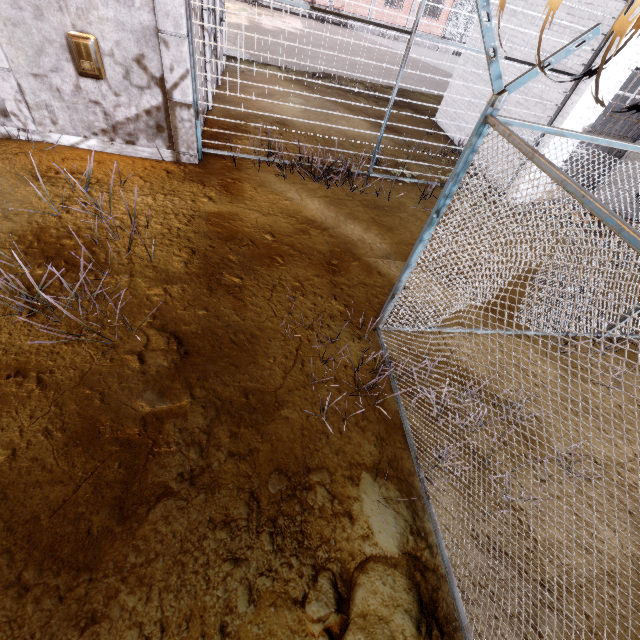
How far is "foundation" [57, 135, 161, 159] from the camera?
6.58m

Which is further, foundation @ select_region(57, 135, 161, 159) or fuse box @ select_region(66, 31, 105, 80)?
foundation @ select_region(57, 135, 161, 159)

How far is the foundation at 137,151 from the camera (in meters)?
6.58

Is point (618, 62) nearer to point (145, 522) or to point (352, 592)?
point (352, 592)

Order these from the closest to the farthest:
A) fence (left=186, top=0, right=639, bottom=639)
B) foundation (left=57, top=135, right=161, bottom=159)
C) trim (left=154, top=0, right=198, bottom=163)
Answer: fence (left=186, top=0, right=639, bottom=639) < trim (left=154, top=0, right=198, bottom=163) < foundation (left=57, top=135, right=161, bottom=159)

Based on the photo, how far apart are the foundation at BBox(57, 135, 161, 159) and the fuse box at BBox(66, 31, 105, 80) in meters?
1.2

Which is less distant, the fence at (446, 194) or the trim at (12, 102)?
the fence at (446, 194)

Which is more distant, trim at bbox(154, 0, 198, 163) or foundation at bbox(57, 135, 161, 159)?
foundation at bbox(57, 135, 161, 159)
